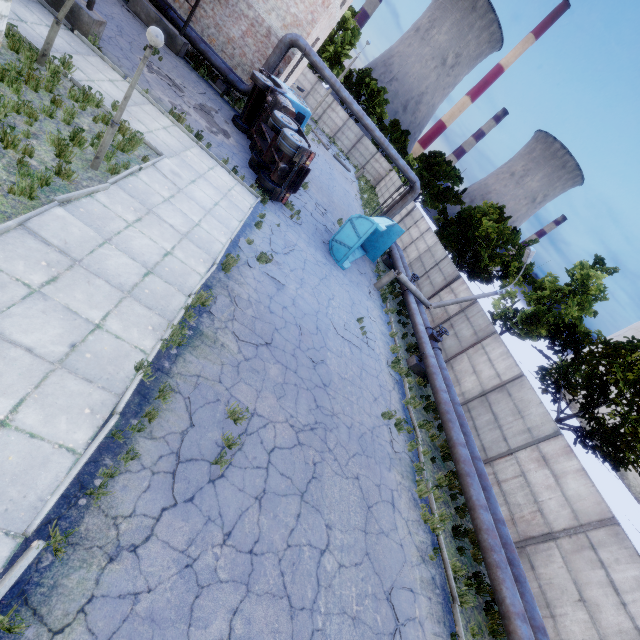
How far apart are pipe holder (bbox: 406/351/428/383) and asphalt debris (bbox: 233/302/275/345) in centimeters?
813cm

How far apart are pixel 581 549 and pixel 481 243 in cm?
2120

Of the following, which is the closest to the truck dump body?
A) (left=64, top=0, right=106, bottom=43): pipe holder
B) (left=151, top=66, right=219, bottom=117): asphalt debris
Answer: (left=151, top=66, right=219, bottom=117): asphalt debris

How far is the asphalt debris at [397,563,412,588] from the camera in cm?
711

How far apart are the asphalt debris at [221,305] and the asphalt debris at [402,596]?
6.1 meters

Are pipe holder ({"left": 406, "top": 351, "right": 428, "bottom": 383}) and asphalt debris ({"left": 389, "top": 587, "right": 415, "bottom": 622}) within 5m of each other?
no

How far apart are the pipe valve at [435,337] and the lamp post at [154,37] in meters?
14.5

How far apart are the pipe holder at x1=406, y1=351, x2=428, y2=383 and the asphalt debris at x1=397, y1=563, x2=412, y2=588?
8.54m
